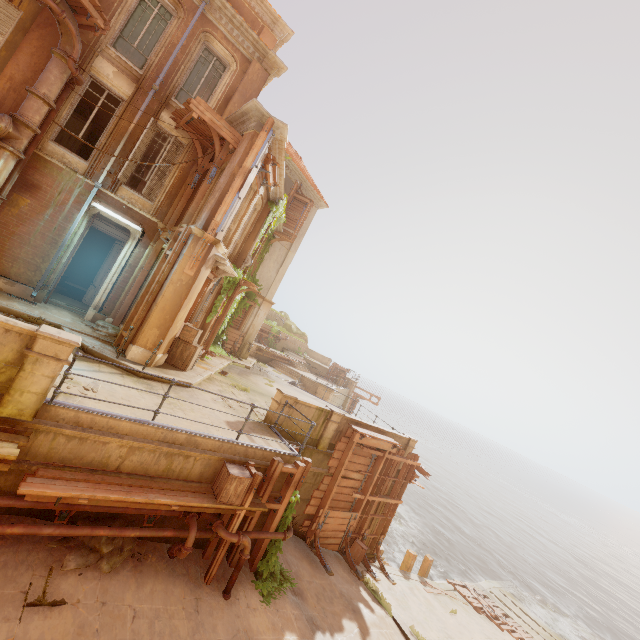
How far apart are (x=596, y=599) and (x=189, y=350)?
49.81m

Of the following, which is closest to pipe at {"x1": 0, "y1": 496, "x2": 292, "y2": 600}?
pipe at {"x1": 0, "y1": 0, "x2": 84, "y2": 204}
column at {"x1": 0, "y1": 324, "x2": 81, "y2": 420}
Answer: column at {"x1": 0, "y1": 324, "x2": 81, "y2": 420}

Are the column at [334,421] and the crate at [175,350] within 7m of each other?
yes

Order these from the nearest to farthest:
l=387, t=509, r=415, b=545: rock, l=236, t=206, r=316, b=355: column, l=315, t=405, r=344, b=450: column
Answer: l=315, t=405, r=344, b=450: column, l=236, t=206, r=316, b=355: column, l=387, t=509, r=415, b=545: rock

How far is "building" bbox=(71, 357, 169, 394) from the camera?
7.7m

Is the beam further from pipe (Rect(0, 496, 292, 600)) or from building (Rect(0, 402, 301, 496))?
pipe (Rect(0, 496, 292, 600))

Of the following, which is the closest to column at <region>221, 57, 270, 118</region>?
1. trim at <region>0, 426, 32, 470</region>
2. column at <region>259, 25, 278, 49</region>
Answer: column at <region>259, 25, 278, 49</region>

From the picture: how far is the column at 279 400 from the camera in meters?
10.4 m
